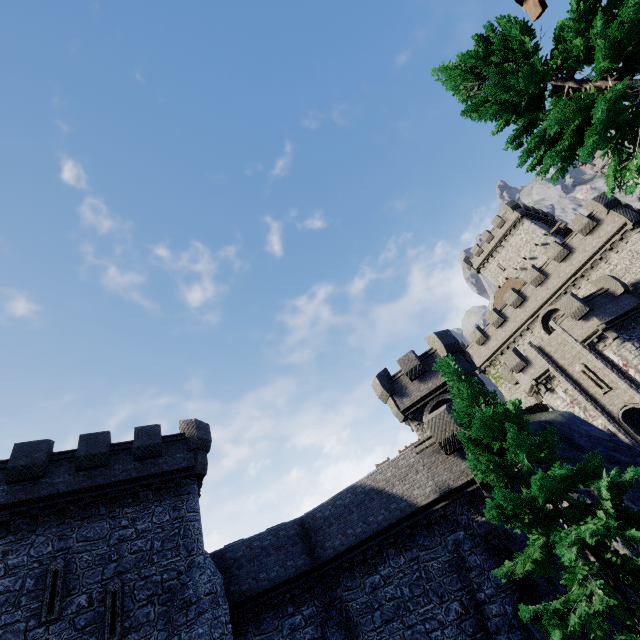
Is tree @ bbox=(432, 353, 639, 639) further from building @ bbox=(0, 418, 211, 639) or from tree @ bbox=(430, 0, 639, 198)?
building @ bbox=(0, 418, 211, 639)

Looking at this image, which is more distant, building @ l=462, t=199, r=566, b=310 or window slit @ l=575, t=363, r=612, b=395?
building @ l=462, t=199, r=566, b=310

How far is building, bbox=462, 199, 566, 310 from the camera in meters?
44.8 m

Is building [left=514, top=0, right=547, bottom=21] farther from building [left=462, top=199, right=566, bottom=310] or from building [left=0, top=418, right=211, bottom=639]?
building [left=462, top=199, right=566, bottom=310]

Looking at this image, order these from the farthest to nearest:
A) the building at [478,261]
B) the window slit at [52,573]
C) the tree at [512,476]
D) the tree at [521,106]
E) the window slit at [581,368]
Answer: the building at [478,261] → the window slit at [581,368] → the window slit at [52,573] → the tree at [521,106] → the tree at [512,476]

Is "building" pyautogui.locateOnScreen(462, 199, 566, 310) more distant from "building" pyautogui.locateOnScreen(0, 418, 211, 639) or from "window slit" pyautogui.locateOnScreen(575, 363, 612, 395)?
"building" pyautogui.locateOnScreen(0, 418, 211, 639)

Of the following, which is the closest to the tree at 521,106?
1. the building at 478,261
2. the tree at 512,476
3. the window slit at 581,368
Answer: the tree at 512,476

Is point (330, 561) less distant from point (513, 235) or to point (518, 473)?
point (518, 473)
